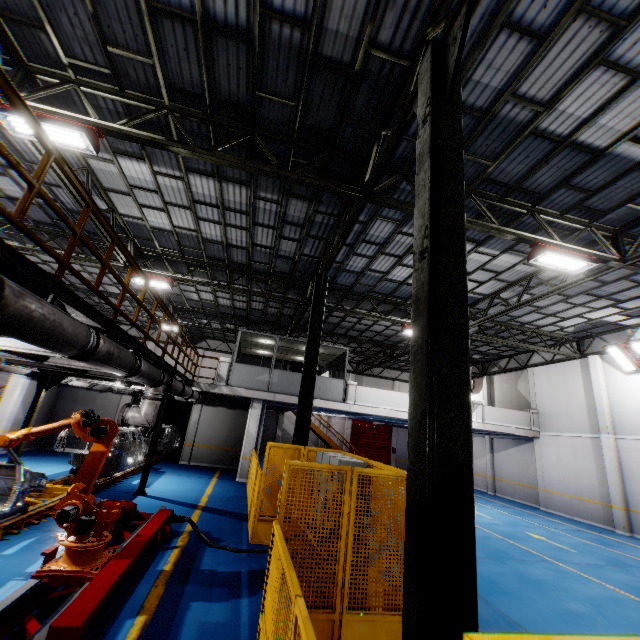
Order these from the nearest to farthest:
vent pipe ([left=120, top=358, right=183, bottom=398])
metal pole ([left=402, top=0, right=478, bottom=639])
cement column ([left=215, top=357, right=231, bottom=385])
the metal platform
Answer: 1. metal pole ([left=402, top=0, right=478, bottom=639])
2. the metal platform
3. vent pipe ([left=120, top=358, right=183, bottom=398])
4. cement column ([left=215, top=357, right=231, bottom=385])

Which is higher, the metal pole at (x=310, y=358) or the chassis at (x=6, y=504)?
the metal pole at (x=310, y=358)

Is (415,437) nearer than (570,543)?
Yes

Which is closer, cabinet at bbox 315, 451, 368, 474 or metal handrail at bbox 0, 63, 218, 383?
metal handrail at bbox 0, 63, 218, 383

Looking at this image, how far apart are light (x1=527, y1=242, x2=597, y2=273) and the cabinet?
6.8 meters

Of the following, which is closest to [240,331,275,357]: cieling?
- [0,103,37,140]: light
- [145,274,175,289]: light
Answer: [145,274,175,289]: light

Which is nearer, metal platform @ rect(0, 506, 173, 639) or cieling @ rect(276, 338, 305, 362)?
metal platform @ rect(0, 506, 173, 639)

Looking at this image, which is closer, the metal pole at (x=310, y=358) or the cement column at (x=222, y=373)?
the metal pole at (x=310, y=358)
